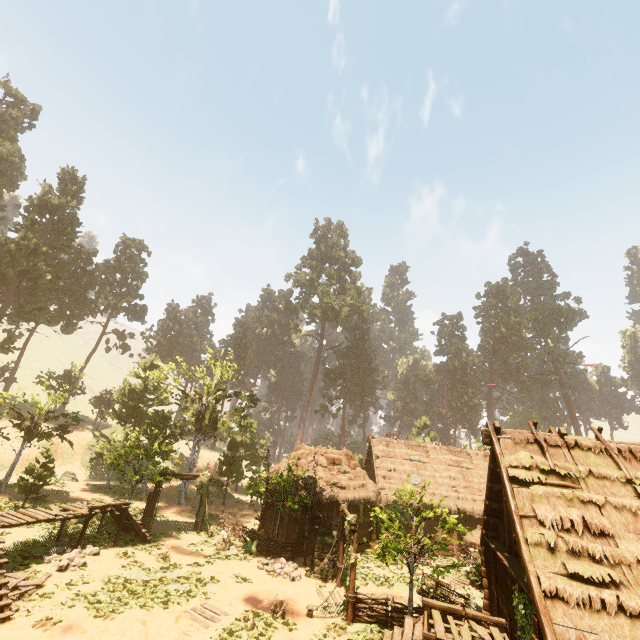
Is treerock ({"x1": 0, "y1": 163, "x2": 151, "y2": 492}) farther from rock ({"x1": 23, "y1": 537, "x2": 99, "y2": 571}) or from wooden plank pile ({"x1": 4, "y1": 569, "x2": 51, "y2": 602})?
wooden plank pile ({"x1": 4, "y1": 569, "x2": 51, "y2": 602})

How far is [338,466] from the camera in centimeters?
2398cm

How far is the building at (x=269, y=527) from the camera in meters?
23.4

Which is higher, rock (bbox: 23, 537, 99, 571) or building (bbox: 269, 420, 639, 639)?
building (bbox: 269, 420, 639, 639)

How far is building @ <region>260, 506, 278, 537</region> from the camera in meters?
23.4 m

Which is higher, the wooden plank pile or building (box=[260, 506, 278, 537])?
building (box=[260, 506, 278, 537])

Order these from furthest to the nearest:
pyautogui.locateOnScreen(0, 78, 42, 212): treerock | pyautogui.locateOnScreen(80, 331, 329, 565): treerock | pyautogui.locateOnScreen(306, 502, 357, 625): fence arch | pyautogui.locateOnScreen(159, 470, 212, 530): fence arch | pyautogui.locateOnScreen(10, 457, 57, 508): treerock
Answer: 1. pyautogui.locateOnScreen(0, 78, 42, 212): treerock
2. pyautogui.locateOnScreen(159, 470, 212, 530): fence arch
3. pyautogui.locateOnScreen(80, 331, 329, 565): treerock
4. pyautogui.locateOnScreen(10, 457, 57, 508): treerock
5. pyautogui.locateOnScreen(306, 502, 357, 625): fence arch

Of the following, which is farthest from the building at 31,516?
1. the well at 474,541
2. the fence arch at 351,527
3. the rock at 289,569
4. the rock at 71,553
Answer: the well at 474,541
